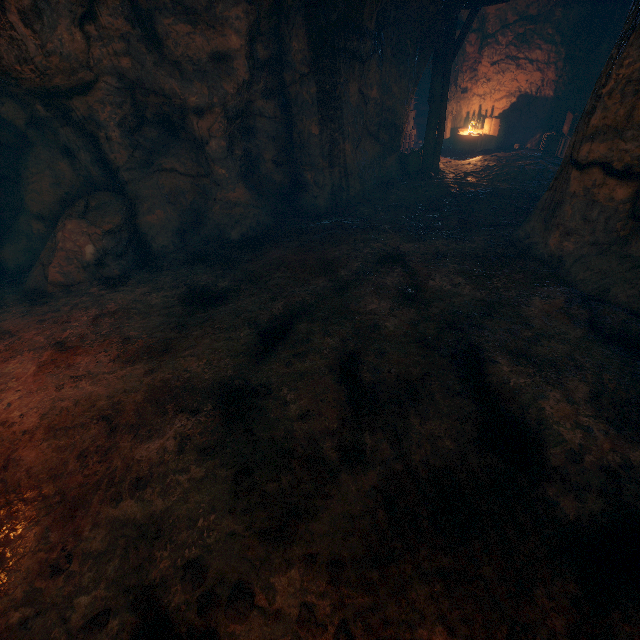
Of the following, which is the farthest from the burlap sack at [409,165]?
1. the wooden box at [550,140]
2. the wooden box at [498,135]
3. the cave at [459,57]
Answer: the wooden box at [498,135]

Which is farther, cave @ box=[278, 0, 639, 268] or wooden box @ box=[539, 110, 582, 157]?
wooden box @ box=[539, 110, 582, 157]

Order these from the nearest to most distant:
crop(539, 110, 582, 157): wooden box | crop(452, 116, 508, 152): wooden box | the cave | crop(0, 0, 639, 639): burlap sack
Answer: crop(0, 0, 639, 639): burlap sack < the cave < crop(539, 110, 582, 157): wooden box < crop(452, 116, 508, 152): wooden box

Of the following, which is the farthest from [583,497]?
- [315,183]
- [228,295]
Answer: [315,183]

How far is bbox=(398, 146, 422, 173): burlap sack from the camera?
10.8m

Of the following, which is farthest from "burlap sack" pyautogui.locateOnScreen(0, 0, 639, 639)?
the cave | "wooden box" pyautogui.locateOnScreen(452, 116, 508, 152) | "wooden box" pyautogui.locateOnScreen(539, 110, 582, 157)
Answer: "wooden box" pyautogui.locateOnScreen(452, 116, 508, 152)

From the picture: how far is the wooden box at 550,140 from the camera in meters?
10.4

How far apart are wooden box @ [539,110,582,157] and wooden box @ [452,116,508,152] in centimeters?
157cm
